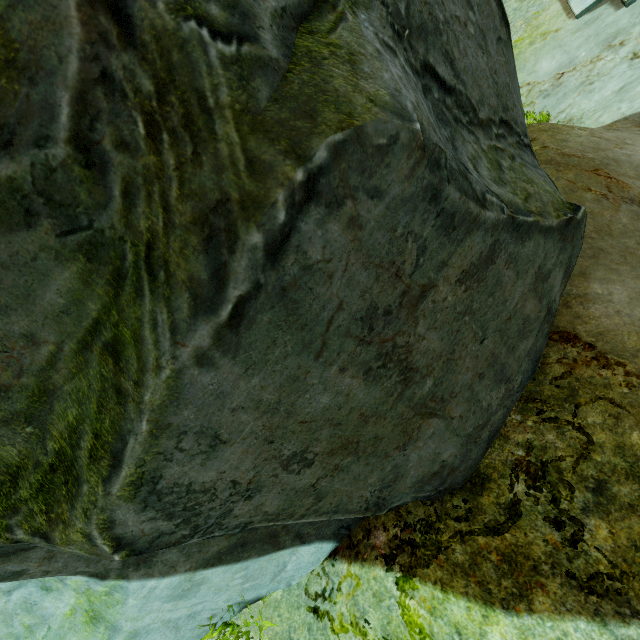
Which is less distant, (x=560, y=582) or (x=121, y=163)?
(x=121, y=163)
